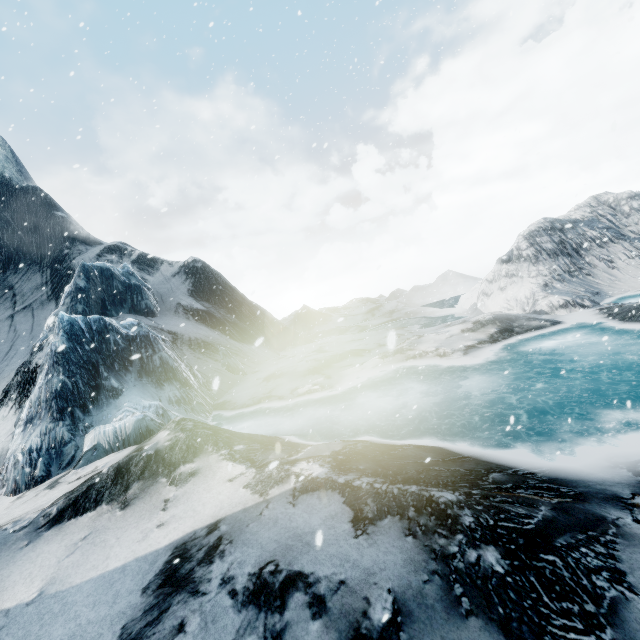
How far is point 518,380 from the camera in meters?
9.4 m
